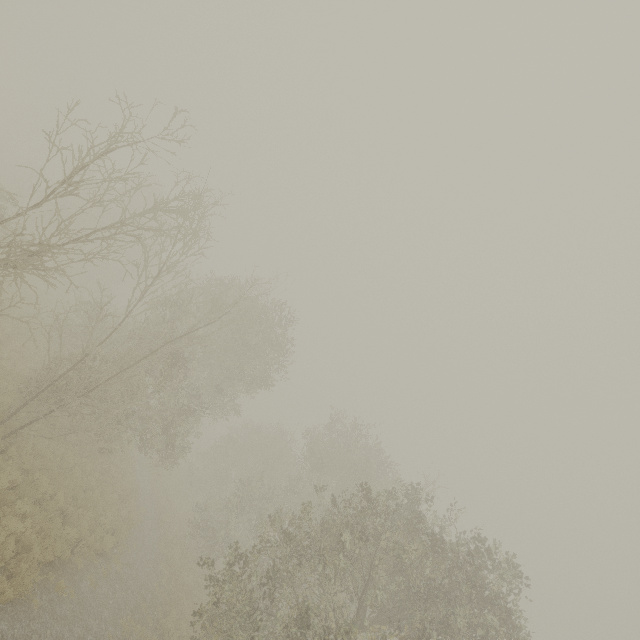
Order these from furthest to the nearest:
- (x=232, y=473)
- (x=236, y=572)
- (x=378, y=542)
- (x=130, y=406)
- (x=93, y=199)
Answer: (x=232, y=473) < (x=130, y=406) < (x=378, y=542) < (x=236, y=572) < (x=93, y=199)
